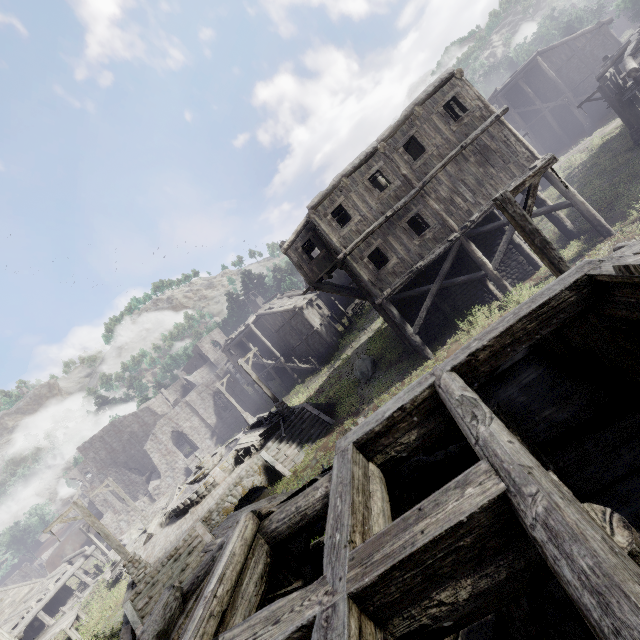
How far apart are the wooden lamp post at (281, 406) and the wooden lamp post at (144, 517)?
13.1m

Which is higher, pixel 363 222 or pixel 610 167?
pixel 363 222

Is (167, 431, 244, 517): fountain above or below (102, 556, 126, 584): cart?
above

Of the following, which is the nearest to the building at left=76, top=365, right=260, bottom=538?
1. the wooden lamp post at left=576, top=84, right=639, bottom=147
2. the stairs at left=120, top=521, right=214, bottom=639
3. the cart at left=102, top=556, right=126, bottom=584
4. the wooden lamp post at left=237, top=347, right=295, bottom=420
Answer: the wooden lamp post at left=576, top=84, right=639, bottom=147

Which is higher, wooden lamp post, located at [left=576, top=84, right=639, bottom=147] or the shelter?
the shelter

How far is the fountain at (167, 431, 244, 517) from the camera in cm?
1878

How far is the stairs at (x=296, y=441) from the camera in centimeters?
1711cm

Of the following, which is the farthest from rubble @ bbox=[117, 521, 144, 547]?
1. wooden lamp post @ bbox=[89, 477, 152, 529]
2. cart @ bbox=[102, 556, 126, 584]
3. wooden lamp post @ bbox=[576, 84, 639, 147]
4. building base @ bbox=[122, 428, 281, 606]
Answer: wooden lamp post @ bbox=[576, 84, 639, 147]
